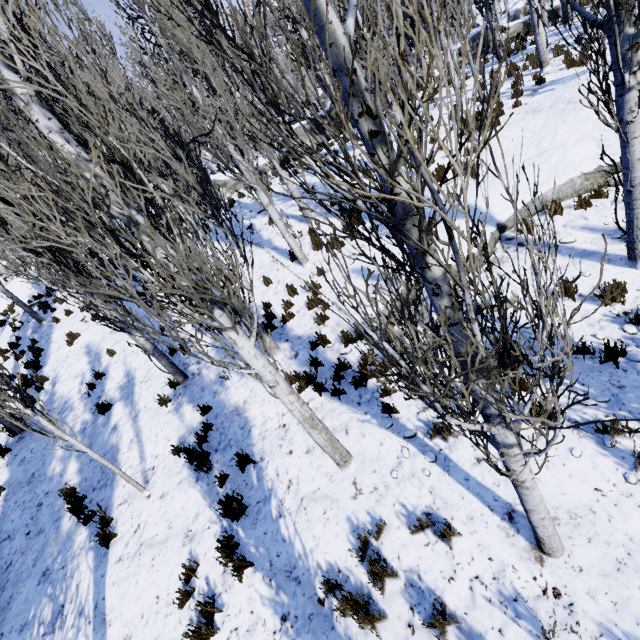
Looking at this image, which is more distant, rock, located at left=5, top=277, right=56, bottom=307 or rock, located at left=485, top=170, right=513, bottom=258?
rock, located at left=5, top=277, right=56, bottom=307

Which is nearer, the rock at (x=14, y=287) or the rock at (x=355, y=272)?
the rock at (x=355, y=272)

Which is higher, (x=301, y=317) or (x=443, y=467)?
(x=301, y=317)

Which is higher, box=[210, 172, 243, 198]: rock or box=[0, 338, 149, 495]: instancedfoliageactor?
box=[210, 172, 243, 198]: rock

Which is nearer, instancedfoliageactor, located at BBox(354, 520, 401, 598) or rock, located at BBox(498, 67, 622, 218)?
instancedfoliageactor, located at BBox(354, 520, 401, 598)

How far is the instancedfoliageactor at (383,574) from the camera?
3.66m

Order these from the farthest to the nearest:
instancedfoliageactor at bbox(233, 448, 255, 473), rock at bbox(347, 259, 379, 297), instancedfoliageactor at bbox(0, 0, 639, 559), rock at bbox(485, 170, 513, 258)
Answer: rock at bbox(347, 259, 379, 297), rock at bbox(485, 170, 513, 258), instancedfoliageactor at bbox(233, 448, 255, 473), instancedfoliageactor at bbox(0, 0, 639, 559)
